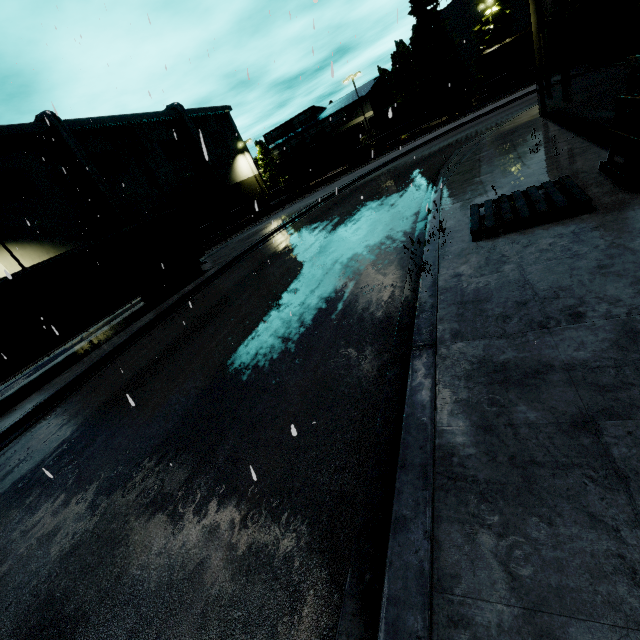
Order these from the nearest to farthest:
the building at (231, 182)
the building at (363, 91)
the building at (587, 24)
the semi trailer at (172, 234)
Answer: the building at (587, 24) → the semi trailer at (172, 234) → the building at (231, 182) → the building at (363, 91)

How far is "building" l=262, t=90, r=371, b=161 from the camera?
48.5m

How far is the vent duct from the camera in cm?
2945

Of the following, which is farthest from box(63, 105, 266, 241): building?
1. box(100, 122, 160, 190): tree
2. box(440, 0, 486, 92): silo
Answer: box(440, 0, 486, 92): silo

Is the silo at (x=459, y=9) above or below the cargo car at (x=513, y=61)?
above

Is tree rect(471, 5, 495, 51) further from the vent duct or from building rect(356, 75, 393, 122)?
the vent duct

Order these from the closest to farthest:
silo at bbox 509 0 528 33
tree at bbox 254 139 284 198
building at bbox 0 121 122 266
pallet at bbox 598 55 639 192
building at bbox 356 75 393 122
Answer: pallet at bbox 598 55 639 192
building at bbox 0 121 122 266
silo at bbox 509 0 528 33
building at bbox 356 75 393 122
tree at bbox 254 139 284 198

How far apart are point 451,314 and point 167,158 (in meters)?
47.41
